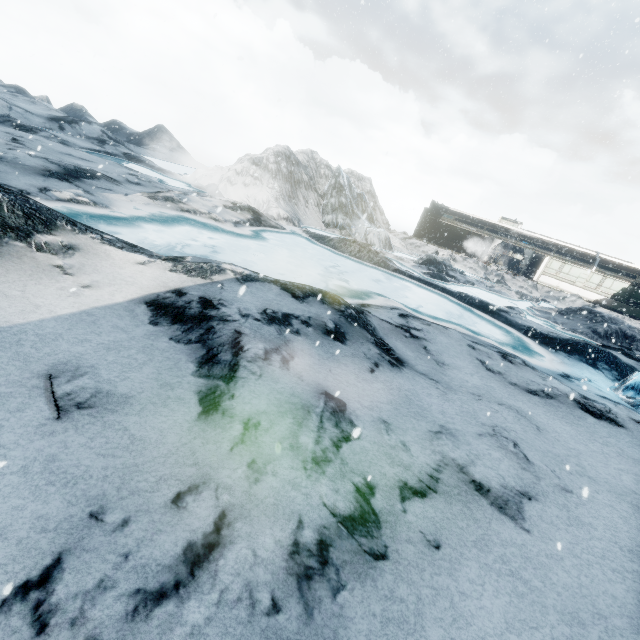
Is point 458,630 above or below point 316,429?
below
